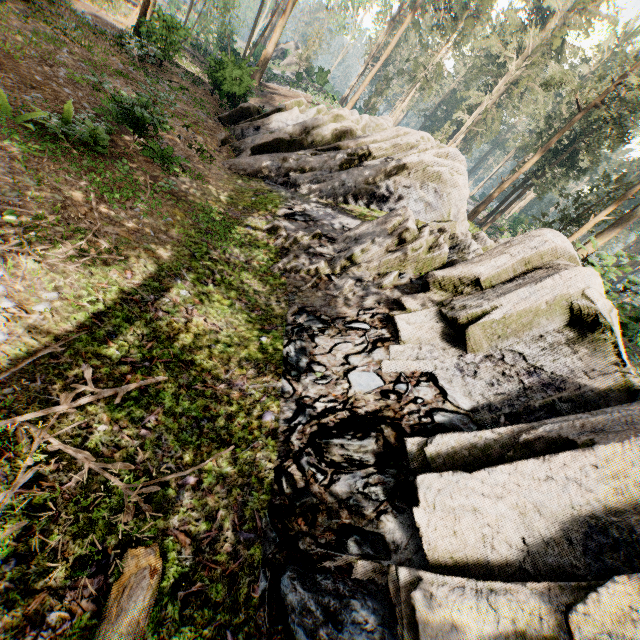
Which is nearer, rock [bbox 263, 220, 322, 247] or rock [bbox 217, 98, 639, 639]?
rock [bbox 217, 98, 639, 639]

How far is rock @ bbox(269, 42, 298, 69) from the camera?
53.7 meters

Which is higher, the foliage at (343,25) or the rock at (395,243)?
the foliage at (343,25)

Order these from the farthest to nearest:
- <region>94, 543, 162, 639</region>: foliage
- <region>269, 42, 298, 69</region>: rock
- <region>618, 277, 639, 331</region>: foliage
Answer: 1. <region>269, 42, 298, 69</region>: rock
2. <region>618, 277, 639, 331</region>: foliage
3. <region>94, 543, 162, 639</region>: foliage

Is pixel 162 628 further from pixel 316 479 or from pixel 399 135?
pixel 399 135

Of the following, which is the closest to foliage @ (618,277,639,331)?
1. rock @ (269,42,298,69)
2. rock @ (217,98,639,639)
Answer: rock @ (269,42,298,69)

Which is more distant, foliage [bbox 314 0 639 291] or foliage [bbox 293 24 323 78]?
foliage [bbox 293 24 323 78]

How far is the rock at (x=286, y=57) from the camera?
53.67m
